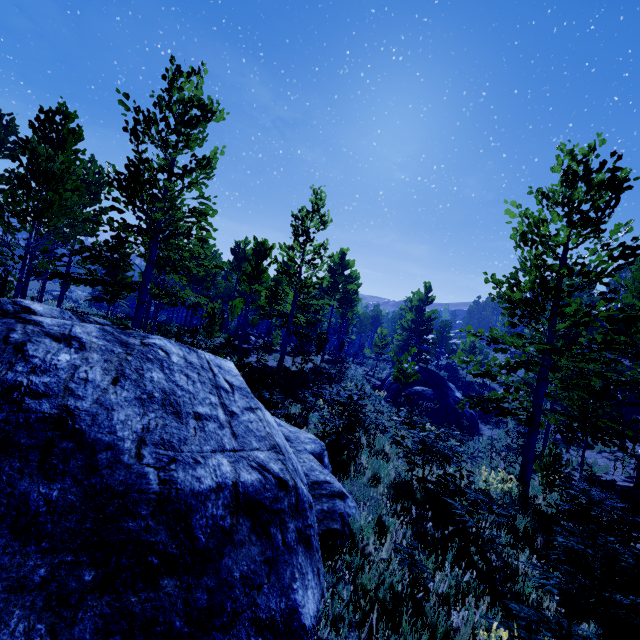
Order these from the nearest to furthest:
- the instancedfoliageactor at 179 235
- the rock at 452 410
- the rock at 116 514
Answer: the rock at 116 514, the instancedfoliageactor at 179 235, the rock at 452 410

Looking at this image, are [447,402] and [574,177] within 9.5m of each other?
no

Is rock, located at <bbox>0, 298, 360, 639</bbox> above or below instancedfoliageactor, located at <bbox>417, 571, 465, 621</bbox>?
above

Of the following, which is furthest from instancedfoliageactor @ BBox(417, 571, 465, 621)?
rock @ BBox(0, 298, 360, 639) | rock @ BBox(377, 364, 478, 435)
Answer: rock @ BBox(377, 364, 478, 435)

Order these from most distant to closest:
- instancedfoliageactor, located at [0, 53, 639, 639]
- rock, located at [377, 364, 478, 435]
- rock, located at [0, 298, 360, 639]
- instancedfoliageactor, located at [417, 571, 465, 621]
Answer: rock, located at [377, 364, 478, 435] < instancedfoliageactor, located at [0, 53, 639, 639] < instancedfoliageactor, located at [417, 571, 465, 621] < rock, located at [0, 298, 360, 639]

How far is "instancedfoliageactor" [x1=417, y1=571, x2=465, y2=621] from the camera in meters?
3.5 m

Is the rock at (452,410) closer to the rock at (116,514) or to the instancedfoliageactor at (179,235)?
the instancedfoliageactor at (179,235)
